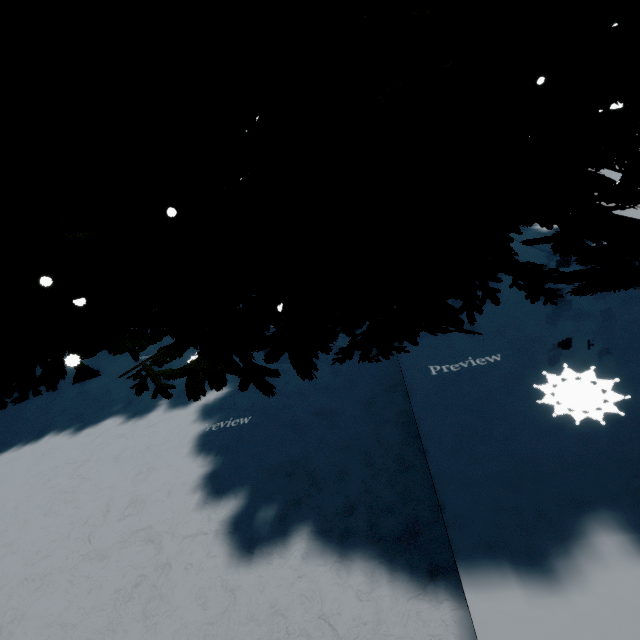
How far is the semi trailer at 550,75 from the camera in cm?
972

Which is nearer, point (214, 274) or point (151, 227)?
point (214, 274)

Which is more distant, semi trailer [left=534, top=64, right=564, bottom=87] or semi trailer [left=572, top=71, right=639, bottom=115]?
semi trailer [left=572, top=71, right=639, bottom=115]

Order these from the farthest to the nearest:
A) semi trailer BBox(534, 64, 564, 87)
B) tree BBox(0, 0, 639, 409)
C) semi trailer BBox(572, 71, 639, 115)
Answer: semi trailer BBox(572, 71, 639, 115)
semi trailer BBox(534, 64, 564, 87)
tree BBox(0, 0, 639, 409)

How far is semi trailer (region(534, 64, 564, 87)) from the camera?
9.72m

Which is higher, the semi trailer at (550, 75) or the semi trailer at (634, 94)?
the semi trailer at (550, 75)

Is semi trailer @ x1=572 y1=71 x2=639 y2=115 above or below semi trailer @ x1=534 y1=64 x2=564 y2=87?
below

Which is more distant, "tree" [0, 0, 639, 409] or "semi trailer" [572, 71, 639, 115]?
"semi trailer" [572, 71, 639, 115]
